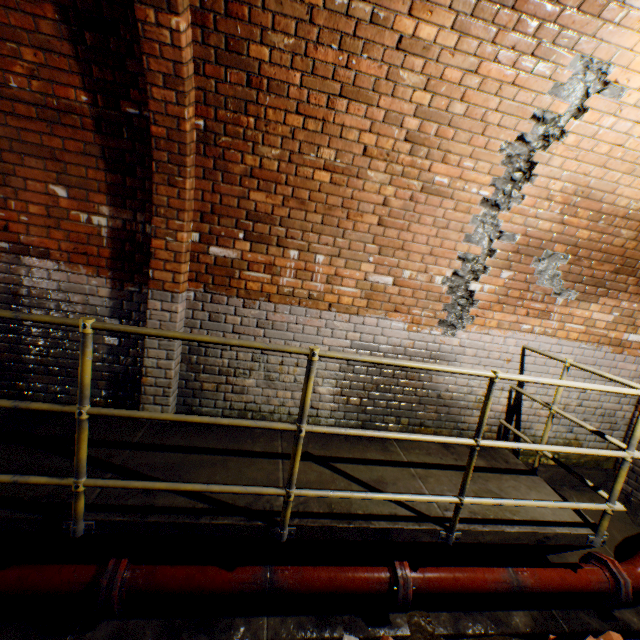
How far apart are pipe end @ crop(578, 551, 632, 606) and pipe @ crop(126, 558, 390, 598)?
2.1 meters

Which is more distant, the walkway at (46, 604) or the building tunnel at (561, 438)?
the building tunnel at (561, 438)

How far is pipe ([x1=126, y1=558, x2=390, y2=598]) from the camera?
2.14m

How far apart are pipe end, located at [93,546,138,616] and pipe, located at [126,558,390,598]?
0.03m

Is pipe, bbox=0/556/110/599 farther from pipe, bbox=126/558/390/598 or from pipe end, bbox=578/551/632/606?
pipe end, bbox=578/551/632/606

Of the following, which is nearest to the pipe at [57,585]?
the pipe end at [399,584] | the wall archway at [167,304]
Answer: the wall archway at [167,304]

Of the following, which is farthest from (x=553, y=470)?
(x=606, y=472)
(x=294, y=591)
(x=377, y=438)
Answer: (x=294, y=591)

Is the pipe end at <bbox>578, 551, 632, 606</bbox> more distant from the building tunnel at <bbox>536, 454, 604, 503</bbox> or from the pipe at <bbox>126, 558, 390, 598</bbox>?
the pipe at <bbox>126, 558, 390, 598</bbox>
